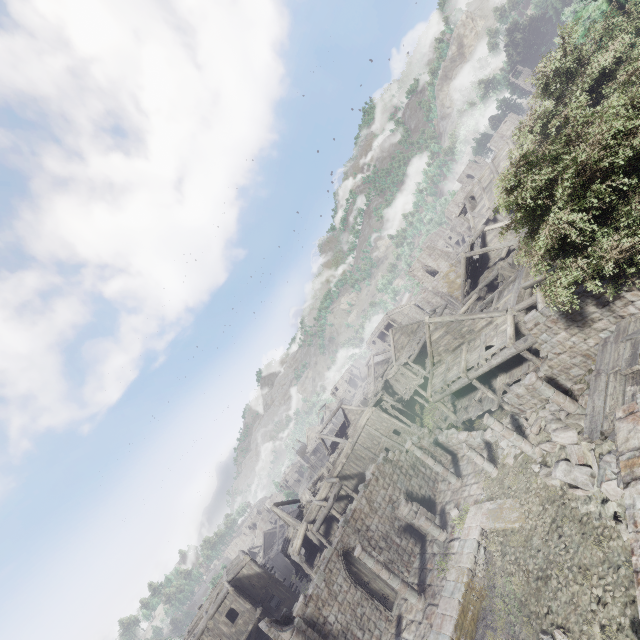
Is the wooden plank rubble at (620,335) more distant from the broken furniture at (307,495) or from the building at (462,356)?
the broken furniture at (307,495)

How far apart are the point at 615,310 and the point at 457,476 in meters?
13.8 m

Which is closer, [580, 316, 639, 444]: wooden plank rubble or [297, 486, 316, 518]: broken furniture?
[580, 316, 639, 444]: wooden plank rubble

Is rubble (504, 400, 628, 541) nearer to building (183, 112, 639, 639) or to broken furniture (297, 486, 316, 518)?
building (183, 112, 639, 639)

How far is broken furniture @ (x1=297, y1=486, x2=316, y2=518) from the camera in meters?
32.3

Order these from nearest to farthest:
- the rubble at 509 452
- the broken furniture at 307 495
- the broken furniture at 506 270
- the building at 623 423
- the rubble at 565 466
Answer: the building at 623 423 → the rubble at 565 466 → the rubble at 509 452 → the broken furniture at 506 270 → the broken furniture at 307 495

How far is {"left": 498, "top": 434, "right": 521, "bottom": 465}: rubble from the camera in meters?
16.9
